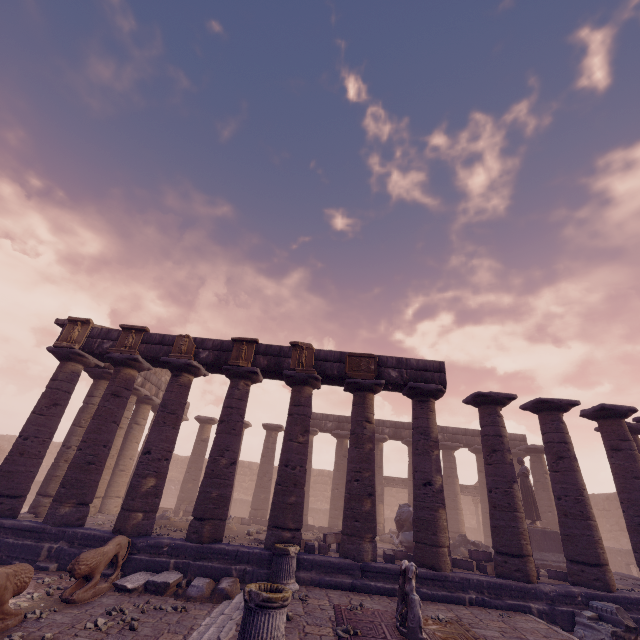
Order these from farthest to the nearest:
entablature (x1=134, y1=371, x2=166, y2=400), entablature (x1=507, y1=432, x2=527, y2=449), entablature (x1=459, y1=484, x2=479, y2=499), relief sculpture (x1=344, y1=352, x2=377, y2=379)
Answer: entablature (x1=459, y1=484, x2=479, y2=499)
entablature (x1=507, y1=432, x2=527, y2=449)
entablature (x1=134, y1=371, x2=166, y2=400)
relief sculpture (x1=344, y1=352, x2=377, y2=379)

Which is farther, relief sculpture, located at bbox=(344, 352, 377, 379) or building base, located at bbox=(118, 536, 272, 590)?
relief sculpture, located at bbox=(344, 352, 377, 379)

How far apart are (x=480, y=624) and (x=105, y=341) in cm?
1419

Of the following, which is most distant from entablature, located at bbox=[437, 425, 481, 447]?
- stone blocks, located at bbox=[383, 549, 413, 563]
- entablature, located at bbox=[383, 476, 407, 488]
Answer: stone blocks, located at bbox=[383, 549, 413, 563]

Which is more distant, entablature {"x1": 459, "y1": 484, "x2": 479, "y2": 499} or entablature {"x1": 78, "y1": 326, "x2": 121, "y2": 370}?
entablature {"x1": 459, "y1": 484, "x2": 479, "y2": 499}

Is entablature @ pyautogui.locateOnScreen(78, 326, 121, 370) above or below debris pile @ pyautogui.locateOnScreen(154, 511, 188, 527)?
above

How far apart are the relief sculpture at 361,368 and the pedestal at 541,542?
9.8m

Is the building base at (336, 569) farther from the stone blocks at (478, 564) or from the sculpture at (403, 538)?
the sculpture at (403, 538)
